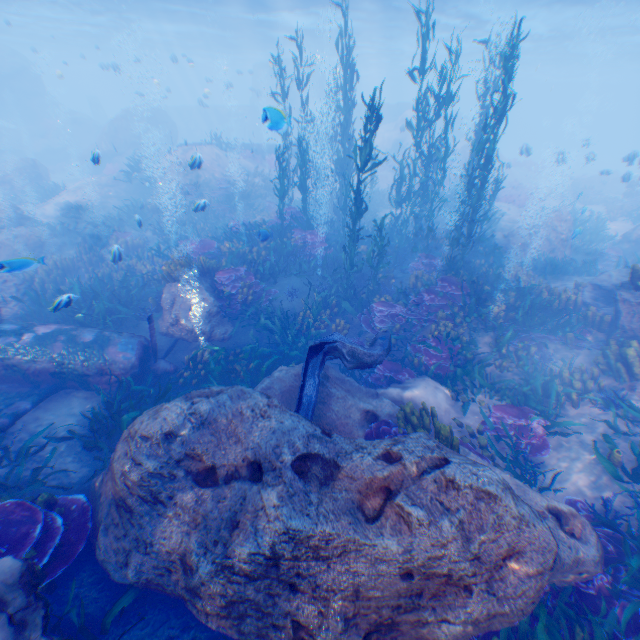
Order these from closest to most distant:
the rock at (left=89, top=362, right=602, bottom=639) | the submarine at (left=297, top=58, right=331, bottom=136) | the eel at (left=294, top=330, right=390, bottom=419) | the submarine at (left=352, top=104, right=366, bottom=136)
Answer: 1. the rock at (left=89, top=362, right=602, bottom=639)
2. the eel at (left=294, top=330, right=390, bottom=419)
3. the submarine at (left=352, top=104, right=366, bottom=136)
4. the submarine at (left=297, top=58, right=331, bottom=136)

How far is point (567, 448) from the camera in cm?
644

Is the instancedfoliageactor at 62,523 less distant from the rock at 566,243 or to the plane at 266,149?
the rock at 566,243

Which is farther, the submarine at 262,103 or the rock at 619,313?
the submarine at 262,103

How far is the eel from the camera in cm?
586

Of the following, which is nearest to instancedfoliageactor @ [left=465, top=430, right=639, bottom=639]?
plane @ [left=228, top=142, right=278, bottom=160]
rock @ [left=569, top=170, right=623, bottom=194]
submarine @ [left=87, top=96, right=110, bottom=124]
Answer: plane @ [left=228, top=142, right=278, bottom=160]

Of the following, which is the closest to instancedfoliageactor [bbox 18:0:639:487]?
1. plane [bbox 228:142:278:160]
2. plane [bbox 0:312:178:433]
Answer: plane [bbox 0:312:178:433]

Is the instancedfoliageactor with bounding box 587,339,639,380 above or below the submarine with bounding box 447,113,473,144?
below
